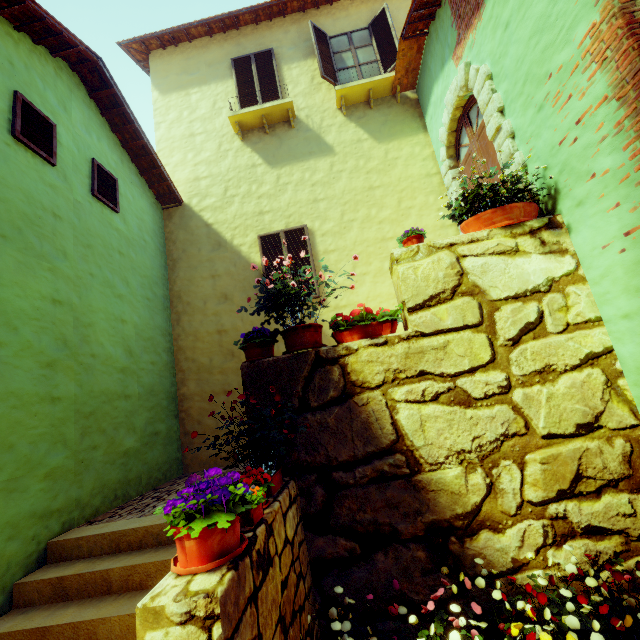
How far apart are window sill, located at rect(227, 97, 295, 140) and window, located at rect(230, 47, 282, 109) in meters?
0.5

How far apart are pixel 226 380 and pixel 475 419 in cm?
473

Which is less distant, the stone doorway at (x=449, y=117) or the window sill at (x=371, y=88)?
the stone doorway at (x=449, y=117)

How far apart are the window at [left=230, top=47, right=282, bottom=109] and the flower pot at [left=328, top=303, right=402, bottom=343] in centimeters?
644cm

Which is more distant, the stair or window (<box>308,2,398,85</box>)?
window (<box>308,2,398,85</box>)

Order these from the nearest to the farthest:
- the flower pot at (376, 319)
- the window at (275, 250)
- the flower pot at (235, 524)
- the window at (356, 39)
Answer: the flower pot at (235, 524)
the flower pot at (376, 319)
the window at (275, 250)
the window at (356, 39)

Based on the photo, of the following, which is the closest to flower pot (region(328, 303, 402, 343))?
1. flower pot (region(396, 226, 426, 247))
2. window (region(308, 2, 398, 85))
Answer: flower pot (region(396, 226, 426, 247))

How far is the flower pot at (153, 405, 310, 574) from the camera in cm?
169
